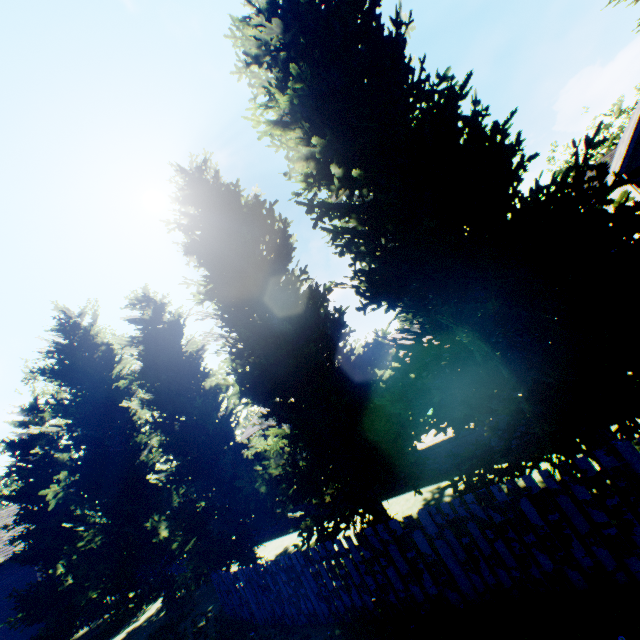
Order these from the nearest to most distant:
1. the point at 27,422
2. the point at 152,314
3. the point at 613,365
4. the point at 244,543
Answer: the point at 613,365
the point at 244,543
the point at 152,314
the point at 27,422
